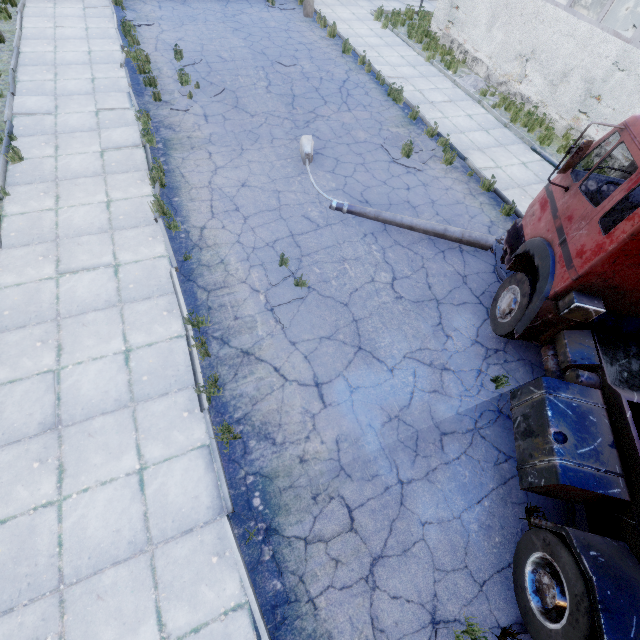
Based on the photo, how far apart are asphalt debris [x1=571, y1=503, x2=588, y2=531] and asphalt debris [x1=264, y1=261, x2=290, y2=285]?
5.28m

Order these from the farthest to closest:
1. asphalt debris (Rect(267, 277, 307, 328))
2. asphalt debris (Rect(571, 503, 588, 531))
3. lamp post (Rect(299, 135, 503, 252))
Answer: lamp post (Rect(299, 135, 503, 252)) < asphalt debris (Rect(267, 277, 307, 328)) < asphalt debris (Rect(571, 503, 588, 531))

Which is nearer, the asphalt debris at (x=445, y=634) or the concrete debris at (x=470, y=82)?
the asphalt debris at (x=445, y=634)

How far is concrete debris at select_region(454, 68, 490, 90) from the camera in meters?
13.0 m

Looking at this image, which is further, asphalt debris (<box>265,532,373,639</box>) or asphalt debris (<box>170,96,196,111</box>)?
asphalt debris (<box>170,96,196,111</box>)

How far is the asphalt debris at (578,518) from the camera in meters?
4.8

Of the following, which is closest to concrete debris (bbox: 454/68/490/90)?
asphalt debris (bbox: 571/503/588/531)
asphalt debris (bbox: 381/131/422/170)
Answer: asphalt debris (bbox: 381/131/422/170)

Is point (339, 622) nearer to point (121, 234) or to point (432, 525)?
point (432, 525)
